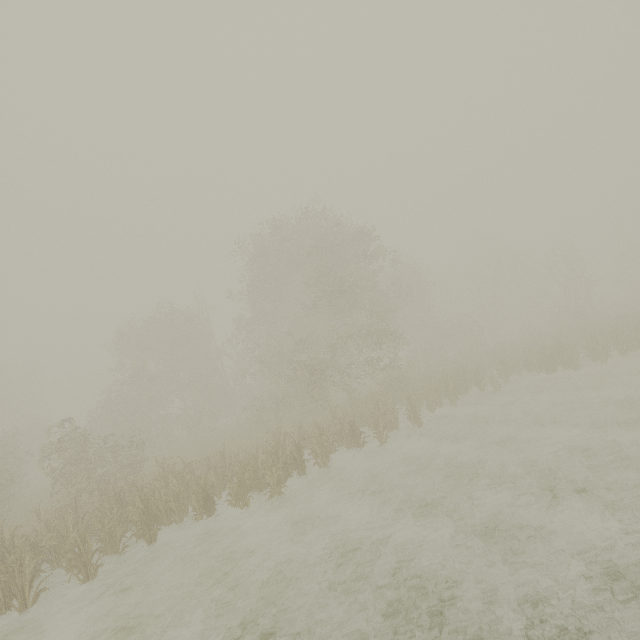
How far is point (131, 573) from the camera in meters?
9.5 m
